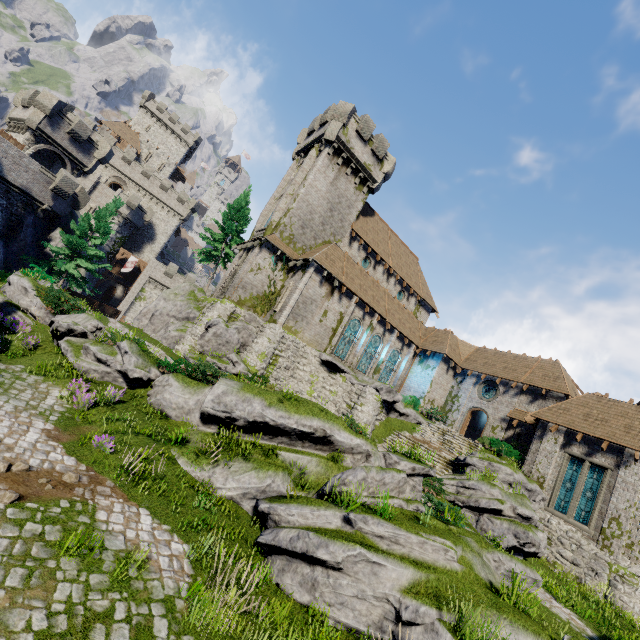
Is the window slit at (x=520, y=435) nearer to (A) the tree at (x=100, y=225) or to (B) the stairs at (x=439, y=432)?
(B) the stairs at (x=439, y=432)

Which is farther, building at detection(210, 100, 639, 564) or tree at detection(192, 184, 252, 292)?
tree at detection(192, 184, 252, 292)

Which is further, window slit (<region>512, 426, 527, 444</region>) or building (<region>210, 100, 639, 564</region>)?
window slit (<region>512, 426, 527, 444</region>)

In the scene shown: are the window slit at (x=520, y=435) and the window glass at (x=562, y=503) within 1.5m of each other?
no

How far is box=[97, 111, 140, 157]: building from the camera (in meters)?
55.69

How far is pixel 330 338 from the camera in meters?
26.4 m

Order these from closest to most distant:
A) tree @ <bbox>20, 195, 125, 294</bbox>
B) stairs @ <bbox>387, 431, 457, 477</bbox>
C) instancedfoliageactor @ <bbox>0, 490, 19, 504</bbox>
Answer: instancedfoliageactor @ <bbox>0, 490, 19, 504</bbox>
stairs @ <bbox>387, 431, 457, 477</bbox>
tree @ <bbox>20, 195, 125, 294</bbox>

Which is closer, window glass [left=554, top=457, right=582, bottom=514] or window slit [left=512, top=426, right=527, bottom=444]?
window glass [left=554, top=457, right=582, bottom=514]
